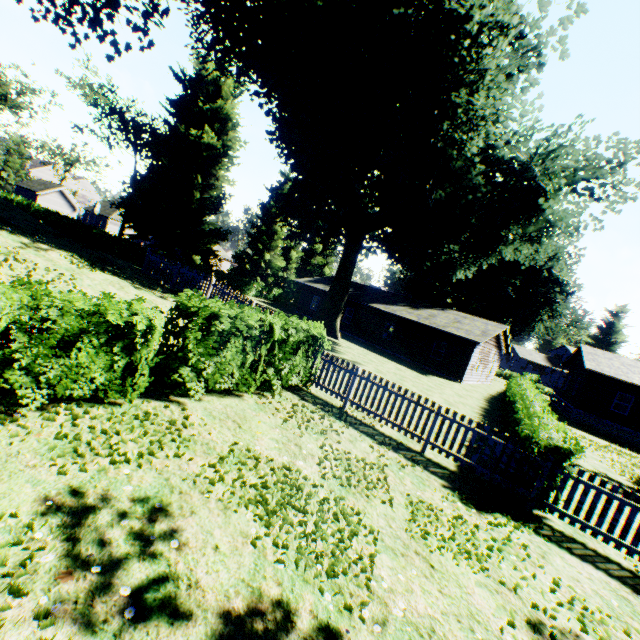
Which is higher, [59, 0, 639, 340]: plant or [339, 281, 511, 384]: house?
[59, 0, 639, 340]: plant

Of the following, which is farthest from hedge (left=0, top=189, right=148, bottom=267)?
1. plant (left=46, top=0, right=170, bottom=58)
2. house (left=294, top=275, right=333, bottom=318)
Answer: house (left=294, top=275, right=333, bottom=318)

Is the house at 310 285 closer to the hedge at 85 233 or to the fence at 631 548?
the hedge at 85 233

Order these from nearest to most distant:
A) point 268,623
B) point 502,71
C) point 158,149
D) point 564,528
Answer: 1. point 268,623
2. point 564,528
3. point 502,71
4. point 158,149

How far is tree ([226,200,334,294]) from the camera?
39.6m

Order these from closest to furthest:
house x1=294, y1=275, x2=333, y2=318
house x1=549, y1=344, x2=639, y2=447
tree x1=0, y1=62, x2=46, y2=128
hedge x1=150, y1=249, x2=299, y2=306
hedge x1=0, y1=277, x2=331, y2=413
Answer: hedge x1=0, y1=277, x2=331, y2=413 < house x1=549, y1=344, x2=639, y2=447 < hedge x1=150, y1=249, x2=299, y2=306 < house x1=294, y1=275, x2=333, y2=318 < tree x1=0, y1=62, x2=46, y2=128

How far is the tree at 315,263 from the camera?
39.6m

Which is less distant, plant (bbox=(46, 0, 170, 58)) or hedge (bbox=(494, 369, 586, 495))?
hedge (bbox=(494, 369, 586, 495))
